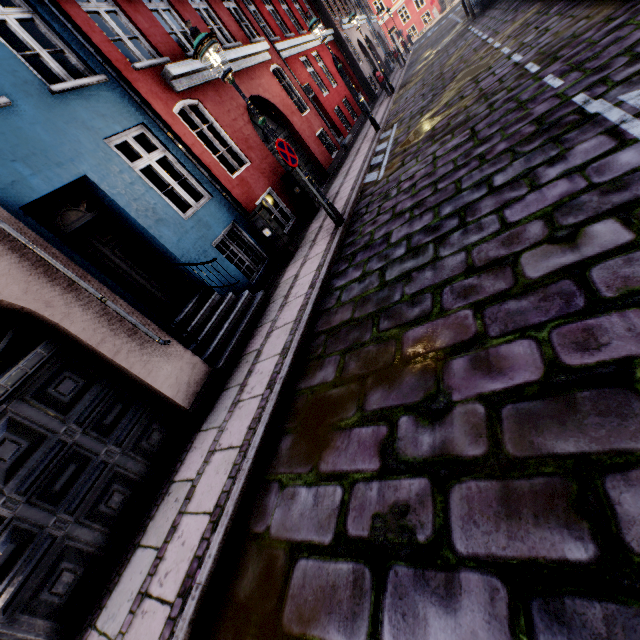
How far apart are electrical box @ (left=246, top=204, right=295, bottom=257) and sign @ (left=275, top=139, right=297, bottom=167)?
1.5m

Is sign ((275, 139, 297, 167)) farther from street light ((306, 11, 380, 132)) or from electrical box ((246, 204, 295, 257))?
electrical box ((246, 204, 295, 257))

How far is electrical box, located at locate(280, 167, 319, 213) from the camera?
8.87m

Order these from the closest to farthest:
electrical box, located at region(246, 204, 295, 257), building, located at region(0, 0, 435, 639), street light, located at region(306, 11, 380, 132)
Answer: building, located at region(0, 0, 435, 639), electrical box, located at region(246, 204, 295, 257), street light, located at region(306, 11, 380, 132)

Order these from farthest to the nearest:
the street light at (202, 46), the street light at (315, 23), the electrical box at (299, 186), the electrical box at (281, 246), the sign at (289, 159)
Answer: the street light at (315, 23) < the electrical box at (299, 186) < the electrical box at (281, 246) < the sign at (289, 159) < the street light at (202, 46)

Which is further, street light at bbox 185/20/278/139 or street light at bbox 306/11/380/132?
street light at bbox 306/11/380/132

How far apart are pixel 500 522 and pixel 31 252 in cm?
521

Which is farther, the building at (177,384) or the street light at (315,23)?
the street light at (315,23)
